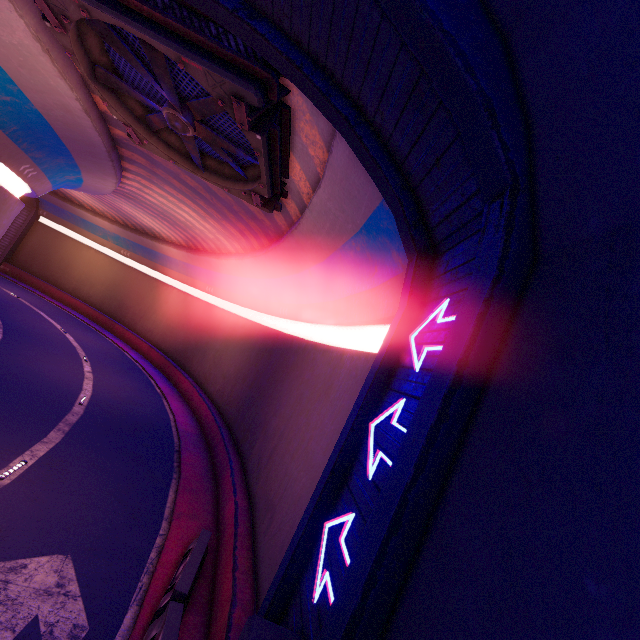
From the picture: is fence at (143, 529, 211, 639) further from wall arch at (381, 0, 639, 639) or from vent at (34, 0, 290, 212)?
vent at (34, 0, 290, 212)

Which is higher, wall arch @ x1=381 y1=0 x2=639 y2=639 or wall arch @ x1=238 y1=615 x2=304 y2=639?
wall arch @ x1=381 y1=0 x2=639 y2=639

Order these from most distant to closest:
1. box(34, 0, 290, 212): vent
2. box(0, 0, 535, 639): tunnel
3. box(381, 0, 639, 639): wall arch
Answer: box(34, 0, 290, 212): vent < box(0, 0, 535, 639): tunnel < box(381, 0, 639, 639): wall arch

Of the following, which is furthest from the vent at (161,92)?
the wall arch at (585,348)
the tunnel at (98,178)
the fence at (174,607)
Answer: the fence at (174,607)

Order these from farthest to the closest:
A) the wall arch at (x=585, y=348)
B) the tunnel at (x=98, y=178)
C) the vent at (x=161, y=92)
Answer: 1. the vent at (x=161, y=92)
2. the tunnel at (x=98, y=178)
3. the wall arch at (x=585, y=348)

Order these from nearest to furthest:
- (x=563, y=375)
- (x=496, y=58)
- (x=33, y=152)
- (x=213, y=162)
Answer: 1. (x=563, y=375)
2. (x=496, y=58)
3. (x=213, y=162)
4. (x=33, y=152)

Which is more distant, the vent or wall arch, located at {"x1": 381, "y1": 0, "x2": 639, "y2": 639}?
the vent

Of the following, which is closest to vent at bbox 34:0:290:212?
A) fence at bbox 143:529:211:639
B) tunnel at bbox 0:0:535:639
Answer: tunnel at bbox 0:0:535:639
